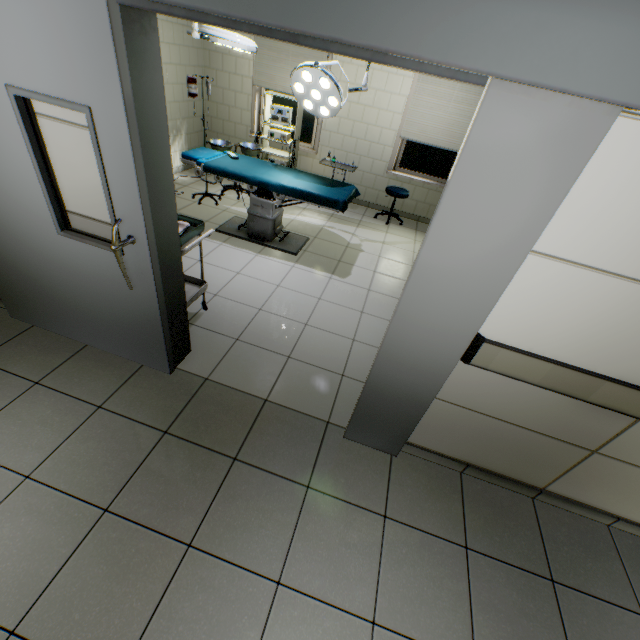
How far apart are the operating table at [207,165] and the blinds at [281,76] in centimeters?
208cm

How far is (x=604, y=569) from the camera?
1.95m

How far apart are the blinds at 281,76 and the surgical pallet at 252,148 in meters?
1.1

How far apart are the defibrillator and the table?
3.6 meters

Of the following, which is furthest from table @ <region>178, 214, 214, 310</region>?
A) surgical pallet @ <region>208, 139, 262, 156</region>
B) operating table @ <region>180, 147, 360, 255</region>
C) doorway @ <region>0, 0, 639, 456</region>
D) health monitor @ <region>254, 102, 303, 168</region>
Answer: health monitor @ <region>254, 102, 303, 168</region>

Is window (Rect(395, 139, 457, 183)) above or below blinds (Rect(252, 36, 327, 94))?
below

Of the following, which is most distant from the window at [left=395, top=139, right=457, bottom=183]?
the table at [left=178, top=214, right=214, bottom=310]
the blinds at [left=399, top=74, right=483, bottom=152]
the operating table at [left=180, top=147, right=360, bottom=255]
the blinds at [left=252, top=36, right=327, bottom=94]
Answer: the table at [left=178, top=214, right=214, bottom=310]

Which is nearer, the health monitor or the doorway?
the doorway
